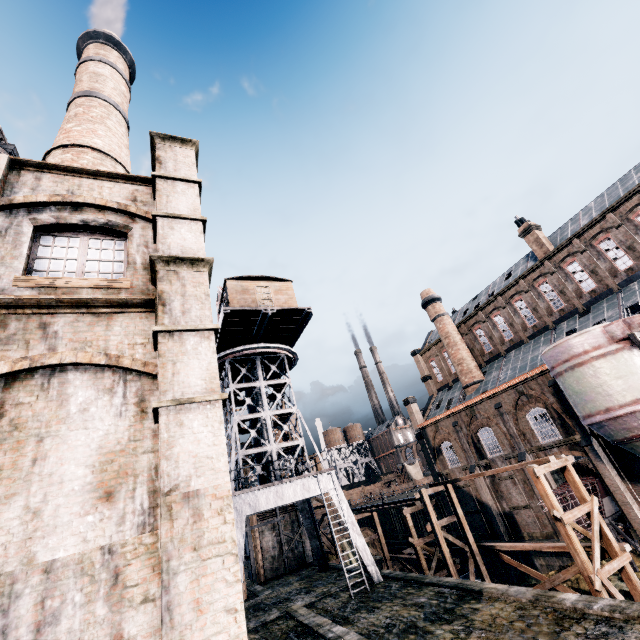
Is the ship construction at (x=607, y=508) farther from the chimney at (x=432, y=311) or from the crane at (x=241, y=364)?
the crane at (x=241, y=364)

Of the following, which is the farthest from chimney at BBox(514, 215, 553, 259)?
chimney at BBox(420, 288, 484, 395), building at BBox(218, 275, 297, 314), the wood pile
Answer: building at BBox(218, 275, 297, 314)

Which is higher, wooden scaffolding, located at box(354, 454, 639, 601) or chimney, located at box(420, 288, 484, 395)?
chimney, located at box(420, 288, 484, 395)

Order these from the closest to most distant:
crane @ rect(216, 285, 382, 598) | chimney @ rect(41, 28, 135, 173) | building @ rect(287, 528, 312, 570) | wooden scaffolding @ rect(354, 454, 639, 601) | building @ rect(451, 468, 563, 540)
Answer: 1. wooden scaffolding @ rect(354, 454, 639, 601)
2. chimney @ rect(41, 28, 135, 173)
3. crane @ rect(216, 285, 382, 598)
4. building @ rect(451, 468, 563, 540)
5. building @ rect(287, 528, 312, 570)

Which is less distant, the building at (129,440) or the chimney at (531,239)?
the building at (129,440)

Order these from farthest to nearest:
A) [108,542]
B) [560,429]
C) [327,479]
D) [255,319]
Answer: [560,429] → [255,319] → [327,479] → [108,542]

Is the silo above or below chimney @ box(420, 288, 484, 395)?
below

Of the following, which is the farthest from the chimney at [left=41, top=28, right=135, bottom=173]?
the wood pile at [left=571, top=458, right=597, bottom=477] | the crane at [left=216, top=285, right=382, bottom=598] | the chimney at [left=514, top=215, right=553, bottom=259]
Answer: the wood pile at [left=571, top=458, right=597, bottom=477]
